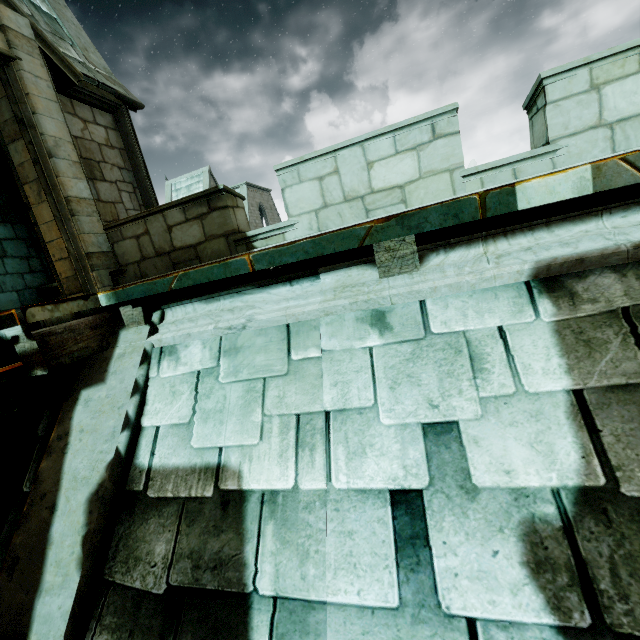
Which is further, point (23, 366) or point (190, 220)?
point (190, 220)

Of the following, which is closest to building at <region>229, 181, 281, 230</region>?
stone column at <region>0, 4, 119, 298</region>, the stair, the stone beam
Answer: stone column at <region>0, 4, 119, 298</region>

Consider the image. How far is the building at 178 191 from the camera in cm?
3256

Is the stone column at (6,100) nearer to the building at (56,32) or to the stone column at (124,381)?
the building at (56,32)

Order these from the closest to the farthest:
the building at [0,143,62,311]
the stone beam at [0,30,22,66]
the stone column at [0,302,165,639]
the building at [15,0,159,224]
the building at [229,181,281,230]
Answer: the stone column at [0,302,165,639] < the stone beam at [0,30,22,66] < the building at [15,0,159,224] < the building at [0,143,62,311] < the building at [229,181,281,230]

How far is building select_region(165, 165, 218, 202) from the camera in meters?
32.6

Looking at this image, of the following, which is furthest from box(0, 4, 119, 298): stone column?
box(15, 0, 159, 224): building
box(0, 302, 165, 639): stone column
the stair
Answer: box(0, 302, 165, 639): stone column
